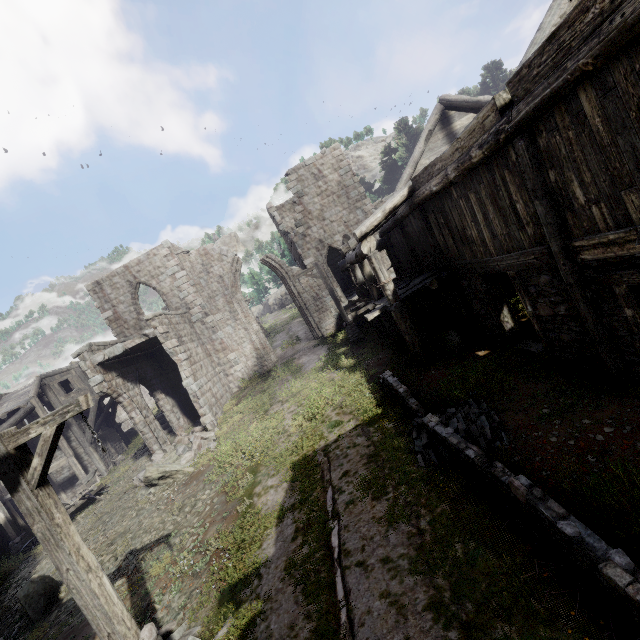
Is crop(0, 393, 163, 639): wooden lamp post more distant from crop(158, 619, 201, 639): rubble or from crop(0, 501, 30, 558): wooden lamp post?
crop(0, 501, 30, 558): wooden lamp post

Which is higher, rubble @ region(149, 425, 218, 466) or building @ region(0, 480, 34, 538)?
building @ region(0, 480, 34, 538)

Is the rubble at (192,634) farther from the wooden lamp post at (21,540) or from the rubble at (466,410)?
the wooden lamp post at (21,540)

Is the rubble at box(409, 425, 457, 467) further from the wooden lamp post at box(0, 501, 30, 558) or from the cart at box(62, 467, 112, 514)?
the wooden lamp post at box(0, 501, 30, 558)

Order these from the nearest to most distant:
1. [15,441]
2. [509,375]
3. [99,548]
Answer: [15,441] → [509,375] → [99,548]

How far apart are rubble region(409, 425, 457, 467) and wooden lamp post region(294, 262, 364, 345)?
8.72m

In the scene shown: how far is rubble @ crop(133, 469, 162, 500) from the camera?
13.0 meters

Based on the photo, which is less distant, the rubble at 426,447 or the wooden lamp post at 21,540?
the rubble at 426,447
